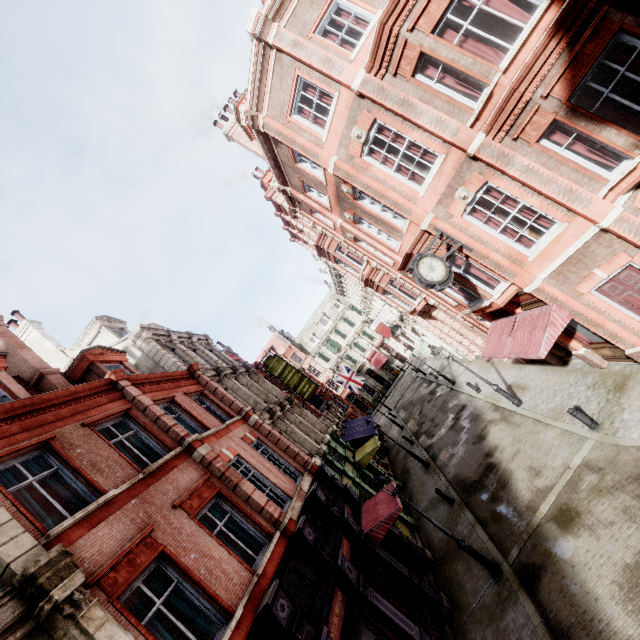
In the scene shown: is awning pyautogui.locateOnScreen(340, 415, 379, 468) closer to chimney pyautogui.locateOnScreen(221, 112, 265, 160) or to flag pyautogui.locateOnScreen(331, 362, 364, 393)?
flag pyautogui.locateOnScreen(331, 362, 364, 393)

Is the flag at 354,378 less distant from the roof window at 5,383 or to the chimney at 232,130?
the chimney at 232,130

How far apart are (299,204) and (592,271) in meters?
14.2

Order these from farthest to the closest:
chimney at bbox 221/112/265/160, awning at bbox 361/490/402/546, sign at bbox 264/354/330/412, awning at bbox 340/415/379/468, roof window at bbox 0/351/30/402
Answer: sign at bbox 264/354/330/412
chimney at bbox 221/112/265/160
awning at bbox 340/415/379/468
awning at bbox 361/490/402/546
roof window at bbox 0/351/30/402

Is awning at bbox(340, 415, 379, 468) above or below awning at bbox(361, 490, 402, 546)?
above

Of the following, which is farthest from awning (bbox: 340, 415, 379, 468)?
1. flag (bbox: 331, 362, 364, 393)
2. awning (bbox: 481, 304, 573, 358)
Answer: awning (bbox: 481, 304, 573, 358)

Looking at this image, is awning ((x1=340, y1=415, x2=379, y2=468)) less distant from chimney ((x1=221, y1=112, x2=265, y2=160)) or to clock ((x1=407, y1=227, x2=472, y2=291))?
clock ((x1=407, y1=227, x2=472, y2=291))

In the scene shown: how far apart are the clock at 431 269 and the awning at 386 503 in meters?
8.2
